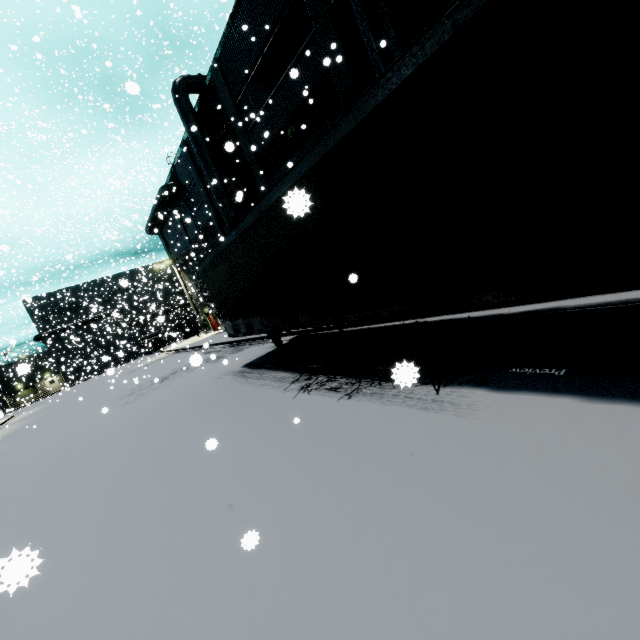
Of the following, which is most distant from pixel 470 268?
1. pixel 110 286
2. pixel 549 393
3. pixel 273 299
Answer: pixel 110 286

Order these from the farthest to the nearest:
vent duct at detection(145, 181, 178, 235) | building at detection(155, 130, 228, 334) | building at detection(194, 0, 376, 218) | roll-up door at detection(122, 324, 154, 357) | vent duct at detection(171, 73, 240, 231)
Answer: roll-up door at detection(122, 324, 154, 357) → vent duct at detection(145, 181, 178, 235) → building at detection(155, 130, 228, 334) → vent duct at detection(171, 73, 240, 231) → building at detection(194, 0, 376, 218)

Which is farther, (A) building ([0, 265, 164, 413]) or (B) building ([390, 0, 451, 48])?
(A) building ([0, 265, 164, 413])

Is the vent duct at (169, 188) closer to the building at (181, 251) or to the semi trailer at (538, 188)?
the building at (181, 251)

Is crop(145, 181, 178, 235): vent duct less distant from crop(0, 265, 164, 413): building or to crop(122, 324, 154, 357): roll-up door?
crop(0, 265, 164, 413): building

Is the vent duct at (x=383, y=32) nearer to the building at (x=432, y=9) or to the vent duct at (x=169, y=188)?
the building at (x=432, y=9)

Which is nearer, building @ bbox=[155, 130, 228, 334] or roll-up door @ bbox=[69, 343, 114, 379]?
building @ bbox=[155, 130, 228, 334]
